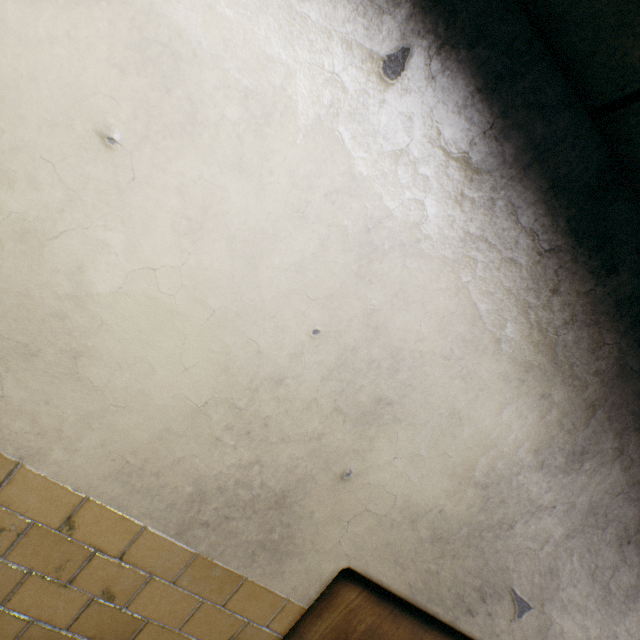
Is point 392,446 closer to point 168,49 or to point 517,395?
point 517,395
